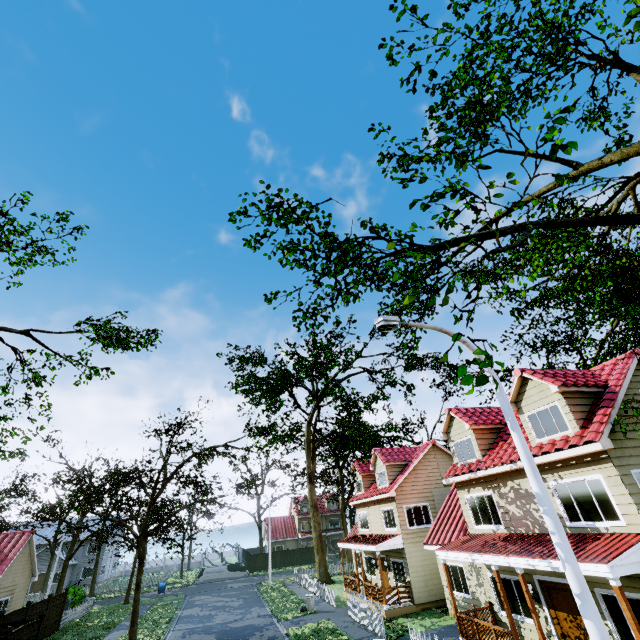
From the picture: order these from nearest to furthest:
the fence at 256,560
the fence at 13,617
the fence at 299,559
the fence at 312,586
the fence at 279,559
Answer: the fence at 13,617 → the fence at 312,586 → the fence at 256,560 → the fence at 279,559 → the fence at 299,559

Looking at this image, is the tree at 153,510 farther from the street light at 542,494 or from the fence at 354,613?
the street light at 542,494

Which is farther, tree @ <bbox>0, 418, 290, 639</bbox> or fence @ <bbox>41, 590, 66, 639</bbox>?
fence @ <bbox>41, 590, 66, 639</bbox>

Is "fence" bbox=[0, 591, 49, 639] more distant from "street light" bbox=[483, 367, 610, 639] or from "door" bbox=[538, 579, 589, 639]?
"door" bbox=[538, 579, 589, 639]

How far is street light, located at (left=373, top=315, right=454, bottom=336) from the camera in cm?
655

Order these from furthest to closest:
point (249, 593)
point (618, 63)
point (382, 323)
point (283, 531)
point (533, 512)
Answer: point (283, 531) → point (249, 593) → point (533, 512) → point (618, 63) → point (382, 323)

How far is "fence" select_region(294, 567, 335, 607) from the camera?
23.23m
